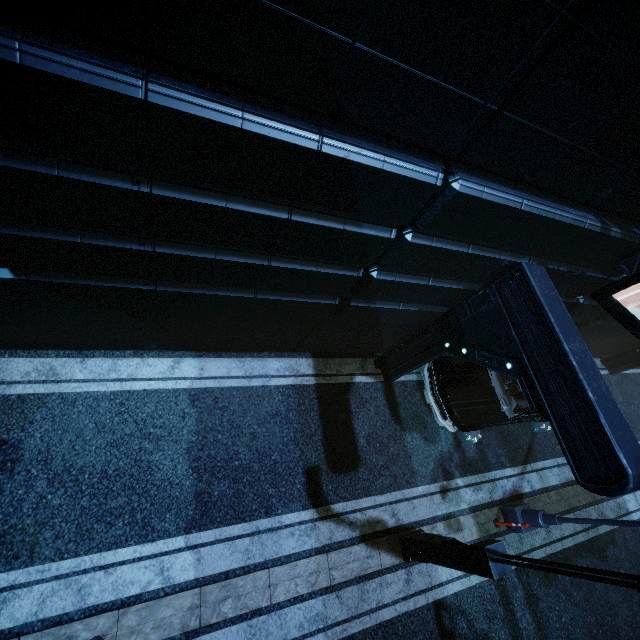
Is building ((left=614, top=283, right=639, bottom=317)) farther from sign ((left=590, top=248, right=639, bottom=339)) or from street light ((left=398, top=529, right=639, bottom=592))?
street light ((left=398, top=529, right=639, bottom=592))

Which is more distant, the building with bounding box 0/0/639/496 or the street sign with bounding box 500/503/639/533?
the street sign with bounding box 500/503/639/533

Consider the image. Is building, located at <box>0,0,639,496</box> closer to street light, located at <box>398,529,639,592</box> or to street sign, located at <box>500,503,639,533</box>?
street light, located at <box>398,529,639,592</box>

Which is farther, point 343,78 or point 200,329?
point 200,329

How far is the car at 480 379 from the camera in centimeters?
801cm

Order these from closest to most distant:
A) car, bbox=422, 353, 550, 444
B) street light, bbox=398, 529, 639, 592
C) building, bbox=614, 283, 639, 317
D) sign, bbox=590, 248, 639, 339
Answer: street light, bbox=398, 529, 639, 592, sign, bbox=590, 248, 639, 339, building, bbox=614, 283, 639, 317, car, bbox=422, 353, 550, 444

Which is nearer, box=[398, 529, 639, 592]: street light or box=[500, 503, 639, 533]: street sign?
box=[398, 529, 639, 592]: street light

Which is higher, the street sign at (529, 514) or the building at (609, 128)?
the building at (609, 128)
